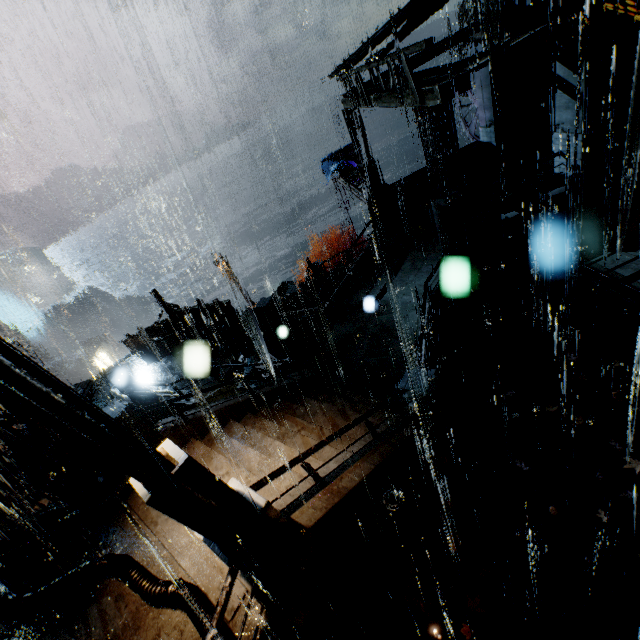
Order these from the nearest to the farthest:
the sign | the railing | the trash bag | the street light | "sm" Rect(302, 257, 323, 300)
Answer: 1. the street light
2. the railing
3. the sign
4. the trash bag
5. "sm" Rect(302, 257, 323, 300)

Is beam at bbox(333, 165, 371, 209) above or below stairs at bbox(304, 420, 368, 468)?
above

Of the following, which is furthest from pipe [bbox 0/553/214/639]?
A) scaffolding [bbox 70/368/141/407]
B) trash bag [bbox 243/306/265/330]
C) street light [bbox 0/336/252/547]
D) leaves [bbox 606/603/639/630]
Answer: trash bag [bbox 243/306/265/330]

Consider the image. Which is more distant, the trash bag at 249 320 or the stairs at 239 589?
the trash bag at 249 320

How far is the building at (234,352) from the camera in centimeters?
1675cm

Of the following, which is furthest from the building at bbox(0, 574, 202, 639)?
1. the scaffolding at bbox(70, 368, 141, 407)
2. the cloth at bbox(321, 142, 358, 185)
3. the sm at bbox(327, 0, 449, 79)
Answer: the cloth at bbox(321, 142, 358, 185)

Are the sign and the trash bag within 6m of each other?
yes

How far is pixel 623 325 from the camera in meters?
9.5
